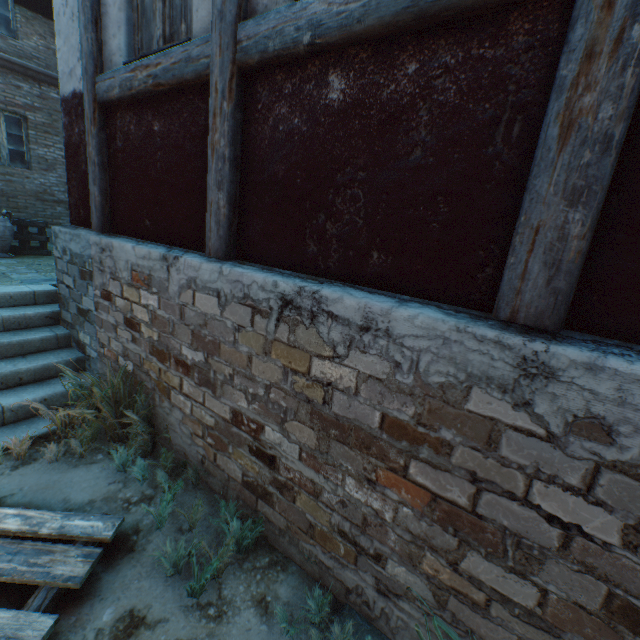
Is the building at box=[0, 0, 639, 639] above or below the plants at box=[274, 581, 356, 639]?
above

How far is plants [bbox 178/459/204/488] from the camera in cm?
273

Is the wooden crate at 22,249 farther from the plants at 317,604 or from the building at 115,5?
the plants at 317,604

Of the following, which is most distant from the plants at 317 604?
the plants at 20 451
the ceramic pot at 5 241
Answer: the ceramic pot at 5 241

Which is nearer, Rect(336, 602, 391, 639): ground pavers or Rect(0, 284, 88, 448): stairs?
Rect(336, 602, 391, 639): ground pavers

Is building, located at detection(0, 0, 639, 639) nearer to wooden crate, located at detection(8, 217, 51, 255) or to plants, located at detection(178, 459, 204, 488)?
plants, located at detection(178, 459, 204, 488)

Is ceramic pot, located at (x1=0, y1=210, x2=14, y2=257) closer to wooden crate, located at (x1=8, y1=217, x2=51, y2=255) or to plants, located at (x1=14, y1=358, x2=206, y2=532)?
wooden crate, located at (x1=8, y1=217, x2=51, y2=255)

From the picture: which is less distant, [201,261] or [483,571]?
[483,571]
